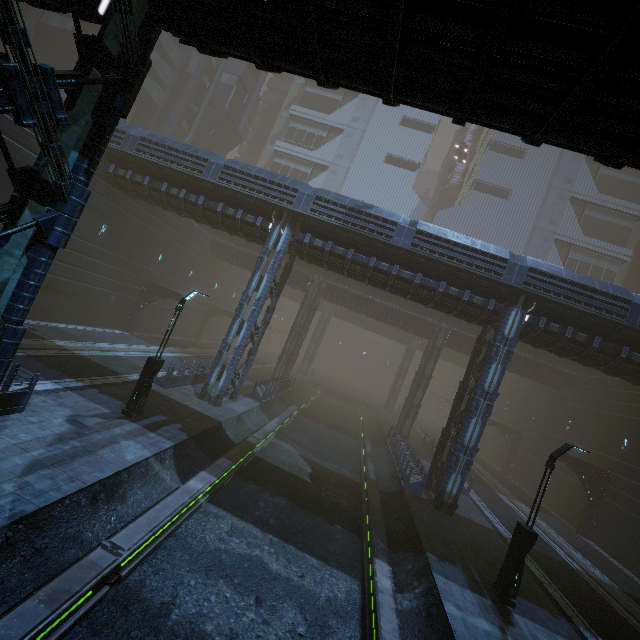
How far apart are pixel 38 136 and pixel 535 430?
45.5 meters

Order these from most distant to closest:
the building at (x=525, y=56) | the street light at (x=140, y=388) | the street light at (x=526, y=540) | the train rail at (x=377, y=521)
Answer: the street light at (x=140, y=388) < the street light at (x=526, y=540) < the train rail at (x=377, y=521) < the building at (x=525, y=56)

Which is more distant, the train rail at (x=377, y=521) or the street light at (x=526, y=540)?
the street light at (x=526, y=540)

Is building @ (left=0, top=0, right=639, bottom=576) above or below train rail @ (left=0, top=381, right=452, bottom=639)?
above

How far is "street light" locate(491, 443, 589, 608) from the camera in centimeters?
1043cm

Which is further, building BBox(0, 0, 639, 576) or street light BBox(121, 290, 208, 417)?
street light BBox(121, 290, 208, 417)

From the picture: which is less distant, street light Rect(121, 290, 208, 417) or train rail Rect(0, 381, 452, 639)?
train rail Rect(0, 381, 452, 639)

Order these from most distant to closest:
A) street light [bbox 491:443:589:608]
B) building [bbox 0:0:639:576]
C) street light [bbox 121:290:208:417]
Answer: street light [bbox 121:290:208:417] → street light [bbox 491:443:589:608] → building [bbox 0:0:639:576]
